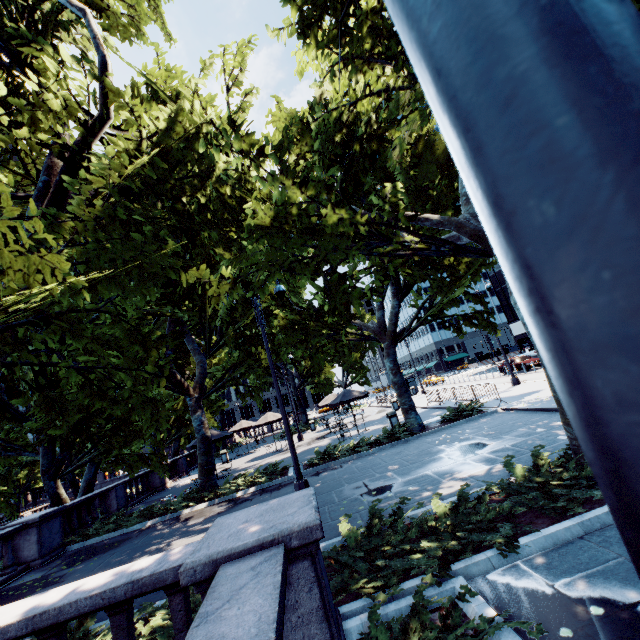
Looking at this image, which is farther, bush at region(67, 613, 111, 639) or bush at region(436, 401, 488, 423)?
bush at region(436, 401, 488, 423)

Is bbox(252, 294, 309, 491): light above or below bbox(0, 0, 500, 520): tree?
below

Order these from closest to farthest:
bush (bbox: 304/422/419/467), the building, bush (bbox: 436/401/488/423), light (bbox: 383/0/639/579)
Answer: light (bbox: 383/0/639/579) < bush (bbox: 304/422/419/467) < bush (bbox: 436/401/488/423) < the building

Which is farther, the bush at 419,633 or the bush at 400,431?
the bush at 400,431

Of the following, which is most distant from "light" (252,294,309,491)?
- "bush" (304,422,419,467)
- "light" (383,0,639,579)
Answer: "light" (383,0,639,579)

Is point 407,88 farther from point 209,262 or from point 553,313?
point 209,262

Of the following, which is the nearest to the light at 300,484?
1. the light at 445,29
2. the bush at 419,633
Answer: the bush at 419,633

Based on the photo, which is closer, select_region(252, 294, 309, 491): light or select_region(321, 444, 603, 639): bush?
select_region(321, 444, 603, 639): bush
